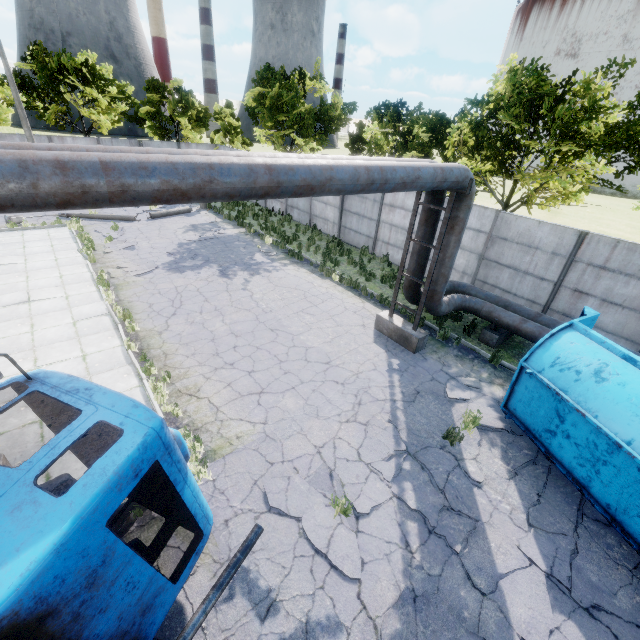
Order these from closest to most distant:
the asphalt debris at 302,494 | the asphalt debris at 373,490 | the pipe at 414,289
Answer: the asphalt debris at 302,494
the asphalt debris at 373,490
the pipe at 414,289

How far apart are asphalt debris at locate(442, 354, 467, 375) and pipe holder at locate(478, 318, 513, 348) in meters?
1.7

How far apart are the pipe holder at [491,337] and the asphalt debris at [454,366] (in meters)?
1.67

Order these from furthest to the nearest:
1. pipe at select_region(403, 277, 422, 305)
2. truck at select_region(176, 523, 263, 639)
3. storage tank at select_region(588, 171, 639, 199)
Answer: storage tank at select_region(588, 171, 639, 199) → pipe at select_region(403, 277, 422, 305) → truck at select_region(176, 523, 263, 639)

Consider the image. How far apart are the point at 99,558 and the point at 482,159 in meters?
20.2

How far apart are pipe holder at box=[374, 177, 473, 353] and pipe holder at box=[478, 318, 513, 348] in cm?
221

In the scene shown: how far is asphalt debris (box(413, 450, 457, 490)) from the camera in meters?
6.3 m

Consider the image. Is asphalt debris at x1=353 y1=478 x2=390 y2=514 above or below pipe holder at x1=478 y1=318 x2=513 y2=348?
below
